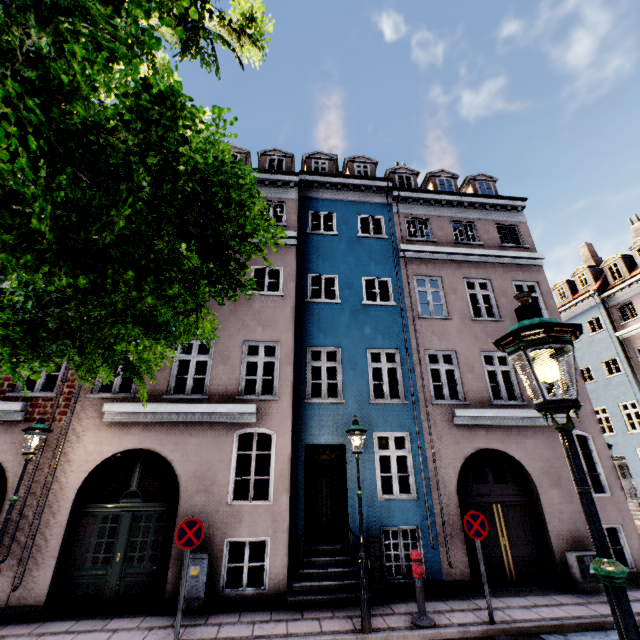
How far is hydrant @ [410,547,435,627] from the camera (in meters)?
6.36

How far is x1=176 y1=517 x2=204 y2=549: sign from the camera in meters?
6.4 m

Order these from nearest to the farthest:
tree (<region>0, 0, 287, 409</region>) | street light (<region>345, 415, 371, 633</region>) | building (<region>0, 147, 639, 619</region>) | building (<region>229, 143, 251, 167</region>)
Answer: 1. tree (<region>0, 0, 287, 409</region>)
2. street light (<region>345, 415, 371, 633</region>)
3. building (<region>0, 147, 639, 619</region>)
4. building (<region>229, 143, 251, 167</region>)

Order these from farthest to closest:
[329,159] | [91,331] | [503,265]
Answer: [329,159] < [503,265] < [91,331]

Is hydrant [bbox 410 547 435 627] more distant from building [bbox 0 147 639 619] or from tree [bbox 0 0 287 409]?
tree [bbox 0 0 287 409]

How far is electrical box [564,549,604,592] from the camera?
8.0 meters

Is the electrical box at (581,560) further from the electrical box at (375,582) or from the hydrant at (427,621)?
the electrical box at (375,582)

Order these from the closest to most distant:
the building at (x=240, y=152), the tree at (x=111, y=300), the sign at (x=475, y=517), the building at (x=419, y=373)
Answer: the tree at (x=111, y=300) → the sign at (x=475, y=517) → the building at (x=419, y=373) → the building at (x=240, y=152)
